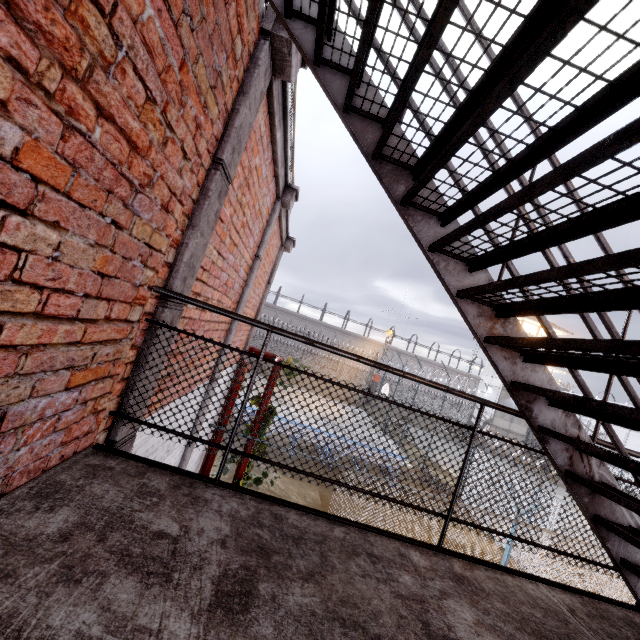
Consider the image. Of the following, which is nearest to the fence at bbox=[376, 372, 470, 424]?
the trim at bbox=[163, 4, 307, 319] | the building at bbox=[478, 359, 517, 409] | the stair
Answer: the trim at bbox=[163, 4, 307, 319]

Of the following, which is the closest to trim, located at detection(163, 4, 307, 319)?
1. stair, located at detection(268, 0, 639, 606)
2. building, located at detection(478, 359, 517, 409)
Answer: stair, located at detection(268, 0, 639, 606)

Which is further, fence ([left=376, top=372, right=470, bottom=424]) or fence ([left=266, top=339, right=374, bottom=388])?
fence ([left=266, top=339, right=374, bottom=388])

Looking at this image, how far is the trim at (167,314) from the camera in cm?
212

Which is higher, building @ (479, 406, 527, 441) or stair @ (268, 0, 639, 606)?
stair @ (268, 0, 639, 606)

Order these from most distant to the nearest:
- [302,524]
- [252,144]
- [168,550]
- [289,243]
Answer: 1. [289,243]
2. [252,144]
3. [302,524]
4. [168,550]
